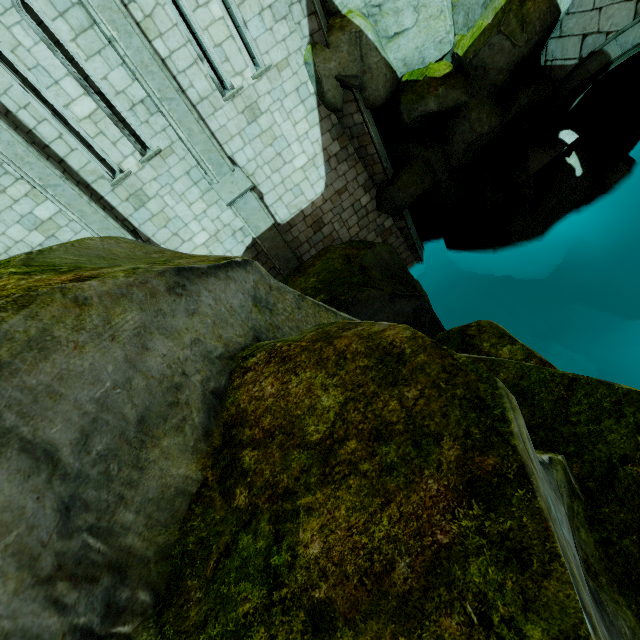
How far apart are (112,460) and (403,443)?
1.4m

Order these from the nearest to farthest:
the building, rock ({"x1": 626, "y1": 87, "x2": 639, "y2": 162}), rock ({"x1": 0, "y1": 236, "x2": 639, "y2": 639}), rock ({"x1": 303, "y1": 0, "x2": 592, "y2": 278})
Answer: rock ({"x1": 0, "y1": 236, "x2": 639, "y2": 639}) → the building → rock ({"x1": 303, "y1": 0, "x2": 592, "y2": 278}) → rock ({"x1": 626, "y1": 87, "x2": 639, "y2": 162})

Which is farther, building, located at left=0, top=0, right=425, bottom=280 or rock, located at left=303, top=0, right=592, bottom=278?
rock, located at left=303, top=0, right=592, bottom=278

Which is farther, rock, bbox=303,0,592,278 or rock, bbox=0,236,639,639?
rock, bbox=303,0,592,278

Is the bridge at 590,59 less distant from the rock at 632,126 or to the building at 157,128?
the rock at 632,126

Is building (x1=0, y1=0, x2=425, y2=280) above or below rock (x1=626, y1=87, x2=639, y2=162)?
above

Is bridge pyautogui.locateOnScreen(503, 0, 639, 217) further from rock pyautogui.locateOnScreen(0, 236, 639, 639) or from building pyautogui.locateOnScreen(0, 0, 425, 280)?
building pyautogui.locateOnScreen(0, 0, 425, 280)

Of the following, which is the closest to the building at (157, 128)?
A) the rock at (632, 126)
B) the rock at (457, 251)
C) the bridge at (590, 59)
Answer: the rock at (457, 251)
